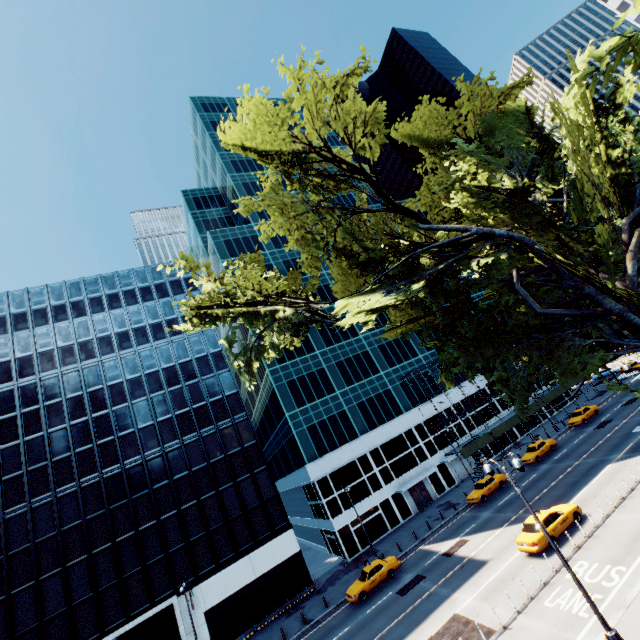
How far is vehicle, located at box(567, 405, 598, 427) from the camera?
40.78m

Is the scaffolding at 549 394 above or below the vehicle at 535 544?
above

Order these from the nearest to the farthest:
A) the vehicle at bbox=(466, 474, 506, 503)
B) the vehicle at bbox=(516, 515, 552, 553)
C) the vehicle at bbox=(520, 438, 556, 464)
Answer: the vehicle at bbox=(516, 515, 552, 553)
the vehicle at bbox=(466, 474, 506, 503)
the vehicle at bbox=(520, 438, 556, 464)

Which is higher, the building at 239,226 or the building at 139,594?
the building at 239,226

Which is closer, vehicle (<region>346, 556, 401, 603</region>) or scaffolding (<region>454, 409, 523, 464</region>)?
vehicle (<region>346, 556, 401, 603</region>)

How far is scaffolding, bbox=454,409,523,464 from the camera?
41.8 meters

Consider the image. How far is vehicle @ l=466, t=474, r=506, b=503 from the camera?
33.1m

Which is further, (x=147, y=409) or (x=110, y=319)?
(x=110, y=319)
